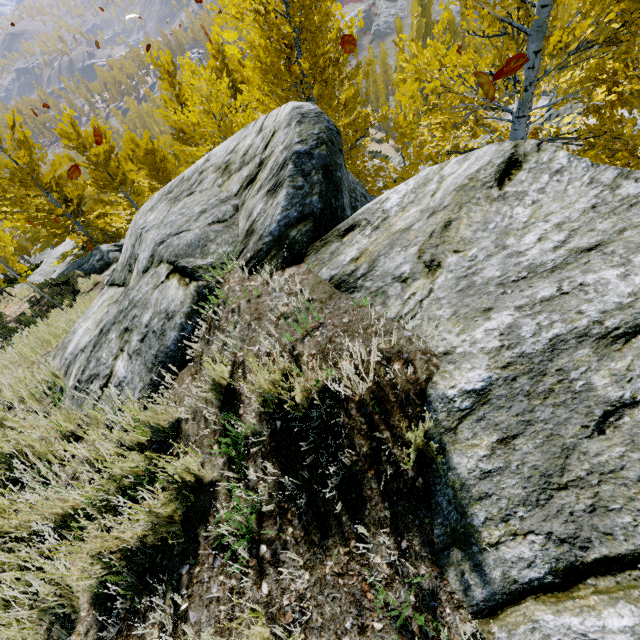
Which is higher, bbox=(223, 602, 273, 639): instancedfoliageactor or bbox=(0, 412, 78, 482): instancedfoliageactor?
bbox=(223, 602, 273, 639): instancedfoliageactor

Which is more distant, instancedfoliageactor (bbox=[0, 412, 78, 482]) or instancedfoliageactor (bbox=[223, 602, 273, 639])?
instancedfoliageactor (bbox=[0, 412, 78, 482])

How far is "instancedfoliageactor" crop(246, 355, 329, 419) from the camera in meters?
1.8

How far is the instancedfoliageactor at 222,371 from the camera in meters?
2.3

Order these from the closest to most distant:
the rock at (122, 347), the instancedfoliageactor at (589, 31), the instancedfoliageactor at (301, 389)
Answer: the rock at (122, 347) → the instancedfoliageactor at (301, 389) → the instancedfoliageactor at (589, 31)

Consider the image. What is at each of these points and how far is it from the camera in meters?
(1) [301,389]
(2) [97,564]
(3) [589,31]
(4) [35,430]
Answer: (1) instancedfoliageactor, 1.9 m
(2) instancedfoliageactor, 1.9 m
(3) instancedfoliageactor, 3.0 m
(4) instancedfoliageactor, 3.0 m

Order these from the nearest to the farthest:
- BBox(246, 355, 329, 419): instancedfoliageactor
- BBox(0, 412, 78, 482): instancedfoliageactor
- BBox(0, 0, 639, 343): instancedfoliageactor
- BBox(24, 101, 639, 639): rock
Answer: BBox(24, 101, 639, 639): rock → BBox(246, 355, 329, 419): instancedfoliageactor → BBox(0, 412, 78, 482): instancedfoliageactor → BBox(0, 0, 639, 343): instancedfoliageactor
